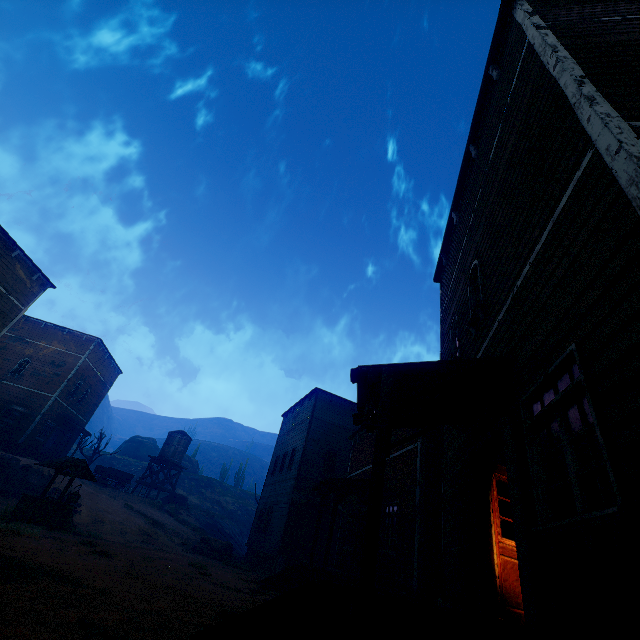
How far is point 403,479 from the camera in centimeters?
1114cm

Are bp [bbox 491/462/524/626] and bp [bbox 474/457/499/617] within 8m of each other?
yes

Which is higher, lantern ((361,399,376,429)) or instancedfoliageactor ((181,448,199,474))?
instancedfoliageactor ((181,448,199,474))

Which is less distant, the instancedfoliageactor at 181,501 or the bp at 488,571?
the bp at 488,571

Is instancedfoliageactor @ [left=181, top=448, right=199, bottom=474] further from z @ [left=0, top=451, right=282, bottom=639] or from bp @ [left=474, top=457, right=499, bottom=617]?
bp @ [left=474, top=457, right=499, bottom=617]

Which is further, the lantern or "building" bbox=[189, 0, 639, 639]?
the lantern

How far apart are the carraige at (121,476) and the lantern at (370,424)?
34.5 meters

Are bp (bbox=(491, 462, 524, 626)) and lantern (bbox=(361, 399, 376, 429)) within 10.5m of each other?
yes
